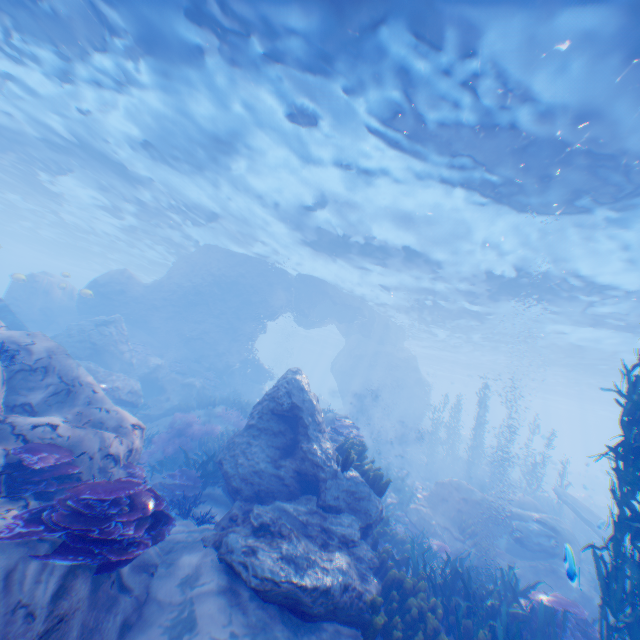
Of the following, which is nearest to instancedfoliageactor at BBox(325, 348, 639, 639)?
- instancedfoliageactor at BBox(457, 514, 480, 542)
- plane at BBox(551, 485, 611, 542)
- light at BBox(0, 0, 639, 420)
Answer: plane at BBox(551, 485, 611, 542)

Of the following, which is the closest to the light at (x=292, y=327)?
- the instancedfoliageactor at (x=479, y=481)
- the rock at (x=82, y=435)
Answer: the rock at (x=82, y=435)

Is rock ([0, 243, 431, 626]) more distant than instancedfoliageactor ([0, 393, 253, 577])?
Yes

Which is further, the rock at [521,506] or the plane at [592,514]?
the plane at [592,514]

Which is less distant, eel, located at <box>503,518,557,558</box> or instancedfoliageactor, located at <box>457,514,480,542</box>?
eel, located at <box>503,518,557,558</box>

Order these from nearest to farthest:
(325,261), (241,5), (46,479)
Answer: (46,479)
(241,5)
(325,261)

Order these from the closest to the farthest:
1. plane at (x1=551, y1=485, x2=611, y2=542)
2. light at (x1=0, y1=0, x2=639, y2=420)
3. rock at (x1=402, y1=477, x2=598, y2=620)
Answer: light at (x1=0, y1=0, x2=639, y2=420) < rock at (x1=402, y1=477, x2=598, y2=620) < plane at (x1=551, y1=485, x2=611, y2=542)

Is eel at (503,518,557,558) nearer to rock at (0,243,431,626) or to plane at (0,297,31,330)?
rock at (0,243,431,626)
